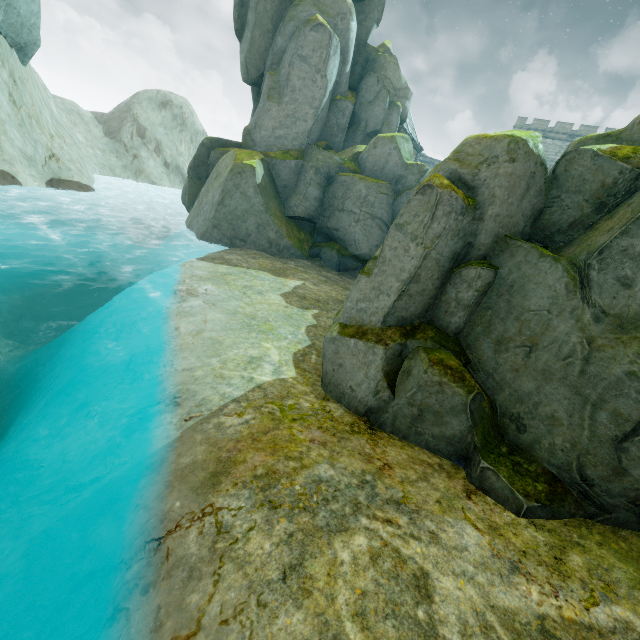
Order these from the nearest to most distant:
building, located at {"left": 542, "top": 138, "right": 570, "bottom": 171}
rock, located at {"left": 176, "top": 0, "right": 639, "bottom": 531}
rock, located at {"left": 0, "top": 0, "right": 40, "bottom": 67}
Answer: rock, located at {"left": 176, "top": 0, "right": 639, "bottom": 531}, rock, located at {"left": 0, "top": 0, "right": 40, "bottom": 67}, building, located at {"left": 542, "top": 138, "right": 570, "bottom": 171}

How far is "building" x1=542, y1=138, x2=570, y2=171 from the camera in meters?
44.8 m

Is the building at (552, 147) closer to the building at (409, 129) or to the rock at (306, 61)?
the building at (409, 129)

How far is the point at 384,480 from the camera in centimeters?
476cm

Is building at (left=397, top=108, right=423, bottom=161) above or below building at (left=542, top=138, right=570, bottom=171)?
below

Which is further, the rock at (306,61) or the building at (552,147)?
the building at (552,147)

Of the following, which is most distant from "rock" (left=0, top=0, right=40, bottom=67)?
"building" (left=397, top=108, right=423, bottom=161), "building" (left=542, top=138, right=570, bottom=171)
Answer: "building" (left=542, top=138, right=570, bottom=171)
